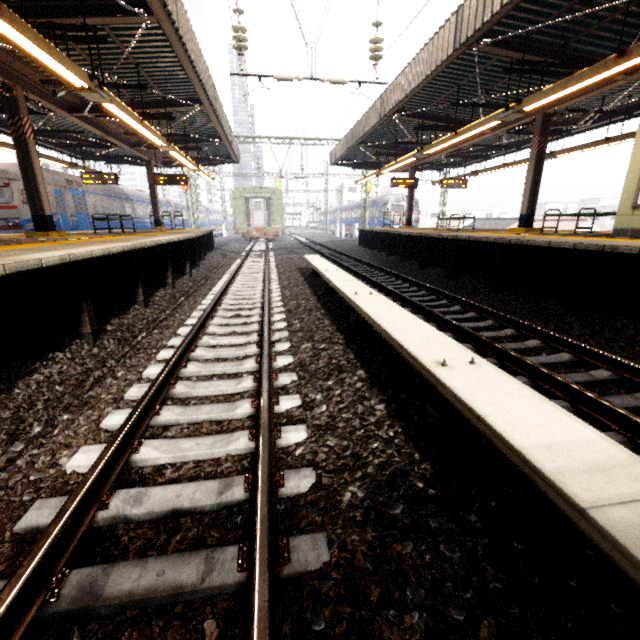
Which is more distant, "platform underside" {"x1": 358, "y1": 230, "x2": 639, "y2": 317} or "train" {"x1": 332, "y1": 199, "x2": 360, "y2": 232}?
"train" {"x1": 332, "y1": 199, "x2": 360, "y2": 232}

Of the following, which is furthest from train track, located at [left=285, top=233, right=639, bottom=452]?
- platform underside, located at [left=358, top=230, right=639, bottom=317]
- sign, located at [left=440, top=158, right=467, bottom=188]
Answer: sign, located at [left=440, top=158, right=467, bottom=188]

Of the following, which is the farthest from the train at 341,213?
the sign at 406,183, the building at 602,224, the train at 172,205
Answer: the building at 602,224

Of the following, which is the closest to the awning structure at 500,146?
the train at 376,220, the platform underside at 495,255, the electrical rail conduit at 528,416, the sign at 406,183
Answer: the sign at 406,183

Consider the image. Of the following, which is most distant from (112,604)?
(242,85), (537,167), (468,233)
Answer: (537,167)

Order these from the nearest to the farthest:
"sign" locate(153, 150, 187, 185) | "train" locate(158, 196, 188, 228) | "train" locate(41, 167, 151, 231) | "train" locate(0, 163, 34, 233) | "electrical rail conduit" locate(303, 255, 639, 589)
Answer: "electrical rail conduit" locate(303, 255, 639, 589), "train" locate(0, 163, 34, 233), "train" locate(41, 167, 151, 231), "sign" locate(153, 150, 187, 185), "train" locate(158, 196, 188, 228)

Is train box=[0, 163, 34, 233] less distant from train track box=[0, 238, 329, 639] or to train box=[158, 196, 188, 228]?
train box=[158, 196, 188, 228]

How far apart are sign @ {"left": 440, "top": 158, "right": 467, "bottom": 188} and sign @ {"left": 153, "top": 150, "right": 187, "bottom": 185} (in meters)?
13.36
